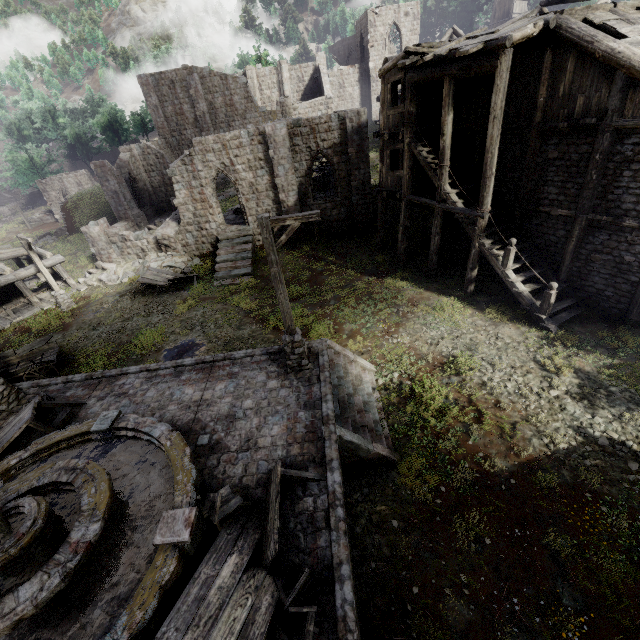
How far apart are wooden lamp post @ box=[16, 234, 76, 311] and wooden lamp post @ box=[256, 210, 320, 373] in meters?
16.4 m

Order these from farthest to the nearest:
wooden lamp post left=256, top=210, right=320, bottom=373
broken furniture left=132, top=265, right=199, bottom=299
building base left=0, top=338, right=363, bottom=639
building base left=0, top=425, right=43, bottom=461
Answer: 1. broken furniture left=132, top=265, right=199, bottom=299
2. building base left=0, top=425, right=43, bottom=461
3. wooden lamp post left=256, top=210, right=320, bottom=373
4. building base left=0, top=338, right=363, bottom=639

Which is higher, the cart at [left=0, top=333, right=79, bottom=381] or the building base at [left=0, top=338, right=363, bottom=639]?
the building base at [left=0, top=338, right=363, bottom=639]

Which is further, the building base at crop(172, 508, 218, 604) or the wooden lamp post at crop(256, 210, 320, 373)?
the wooden lamp post at crop(256, 210, 320, 373)

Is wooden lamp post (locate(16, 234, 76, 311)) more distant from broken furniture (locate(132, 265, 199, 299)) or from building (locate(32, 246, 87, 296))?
broken furniture (locate(132, 265, 199, 299))

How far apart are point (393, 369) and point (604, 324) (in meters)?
7.86

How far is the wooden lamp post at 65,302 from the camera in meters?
17.7

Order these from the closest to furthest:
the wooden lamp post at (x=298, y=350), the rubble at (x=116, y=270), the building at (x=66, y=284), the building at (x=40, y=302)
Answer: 1. the wooden lamp post at (x=298, y=350)
2. the building at (x=40, y=302)
3. the building at (x=66, y=284)
4. the rubble at (x=116, y=270)
